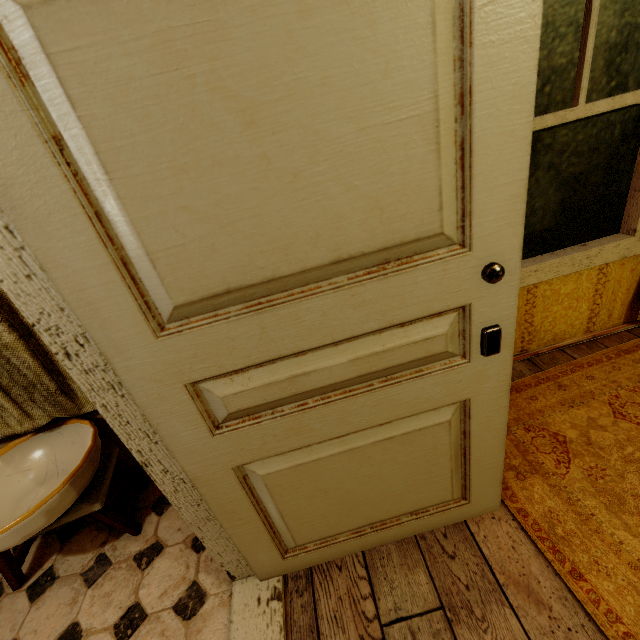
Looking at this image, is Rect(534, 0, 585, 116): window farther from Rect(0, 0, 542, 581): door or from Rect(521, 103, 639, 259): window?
Rect(0, 0, 542, 581): door

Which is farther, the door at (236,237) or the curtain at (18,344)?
the curtain at (18,344)

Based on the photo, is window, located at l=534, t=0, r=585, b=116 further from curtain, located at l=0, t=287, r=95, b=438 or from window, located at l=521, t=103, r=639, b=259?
curtain, located at l=0, t=287, r=95, b=438

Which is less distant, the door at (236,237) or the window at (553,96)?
the door at (236,237)

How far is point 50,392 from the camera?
1.7m

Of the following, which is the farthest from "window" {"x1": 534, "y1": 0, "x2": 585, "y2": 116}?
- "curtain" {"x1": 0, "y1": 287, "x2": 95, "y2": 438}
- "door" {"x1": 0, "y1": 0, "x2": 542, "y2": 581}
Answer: "curtain" {"x1": 0, "y1": 287, "x2": 95, "y2": 438}

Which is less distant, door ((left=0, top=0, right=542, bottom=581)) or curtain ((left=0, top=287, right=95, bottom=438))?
door ((left=0, top=0, right=542, bottom=581))

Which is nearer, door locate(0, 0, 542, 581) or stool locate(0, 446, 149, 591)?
door locate(0, 0, 542, 581)
